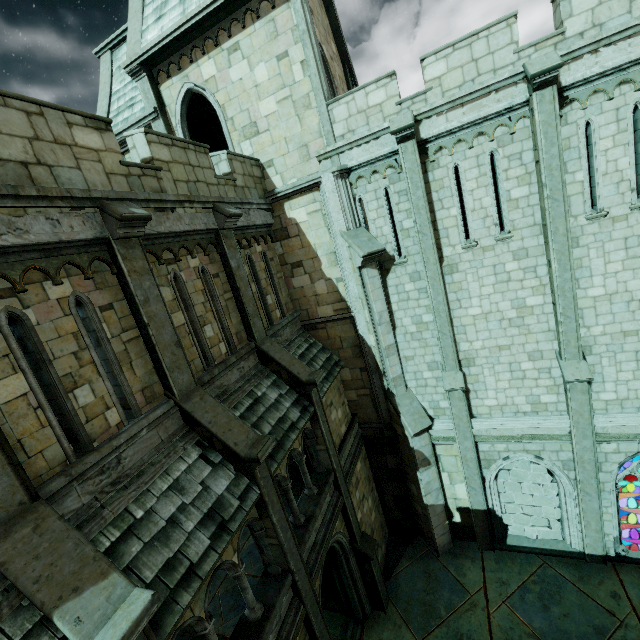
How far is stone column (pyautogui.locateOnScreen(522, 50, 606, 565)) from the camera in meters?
8.0 m

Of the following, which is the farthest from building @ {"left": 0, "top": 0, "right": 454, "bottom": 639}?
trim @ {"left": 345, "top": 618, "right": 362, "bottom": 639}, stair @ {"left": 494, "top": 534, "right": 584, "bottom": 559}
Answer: stair @ {"left": 494, "top": 534, "right": 584, "bottom": 559}

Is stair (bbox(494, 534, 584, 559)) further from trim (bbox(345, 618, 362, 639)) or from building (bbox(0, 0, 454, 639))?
trim (bbox(345, 618, 362, 639))

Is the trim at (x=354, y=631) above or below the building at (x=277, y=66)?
below

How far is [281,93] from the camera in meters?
10.5 m

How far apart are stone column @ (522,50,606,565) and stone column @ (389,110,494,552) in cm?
266

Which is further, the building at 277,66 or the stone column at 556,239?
the stone column at 556,239

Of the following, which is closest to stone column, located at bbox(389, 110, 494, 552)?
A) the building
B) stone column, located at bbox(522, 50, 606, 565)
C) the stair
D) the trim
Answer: the stair
